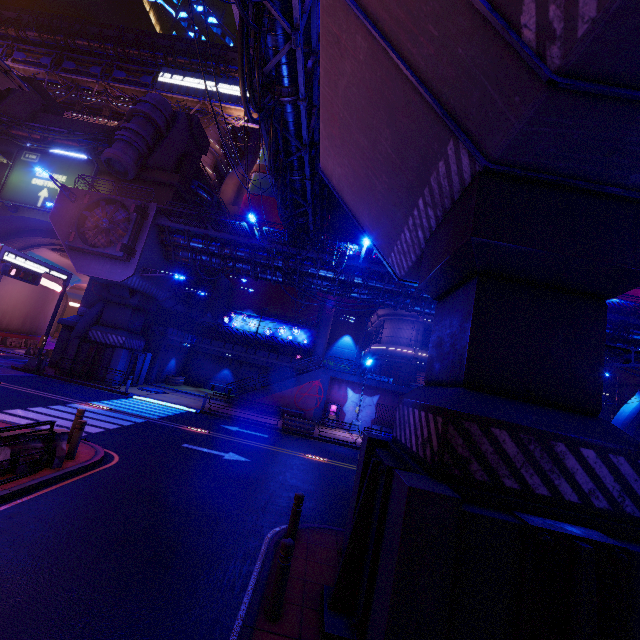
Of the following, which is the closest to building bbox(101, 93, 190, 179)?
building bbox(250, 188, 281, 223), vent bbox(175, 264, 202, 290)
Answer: vent bbox(175, 264, 202, 290)

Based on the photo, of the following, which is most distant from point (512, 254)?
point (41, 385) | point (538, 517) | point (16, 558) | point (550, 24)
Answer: point (41, 385)

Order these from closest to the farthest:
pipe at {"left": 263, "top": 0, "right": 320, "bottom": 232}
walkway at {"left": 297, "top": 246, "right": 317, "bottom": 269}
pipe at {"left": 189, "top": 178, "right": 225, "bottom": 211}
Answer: pipe at {"left": 263, "top": 0, "right": 320, "bottom": 232}, walkway at {"left": 297, "top": 246, "right": 317, "bottom": 269}, pipe at {"left": 189, "top": 178, "right": 225, "bottom": 211}

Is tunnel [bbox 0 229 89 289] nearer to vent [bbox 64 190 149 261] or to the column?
vent [bbox 64 190 149 261]

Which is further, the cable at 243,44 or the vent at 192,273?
the vent at 192,273

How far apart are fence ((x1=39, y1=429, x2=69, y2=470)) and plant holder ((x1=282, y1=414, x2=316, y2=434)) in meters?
14.0 m

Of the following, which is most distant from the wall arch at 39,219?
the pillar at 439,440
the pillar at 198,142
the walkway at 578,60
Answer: the pillar at 439,440

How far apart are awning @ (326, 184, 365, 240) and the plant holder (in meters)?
17.64
